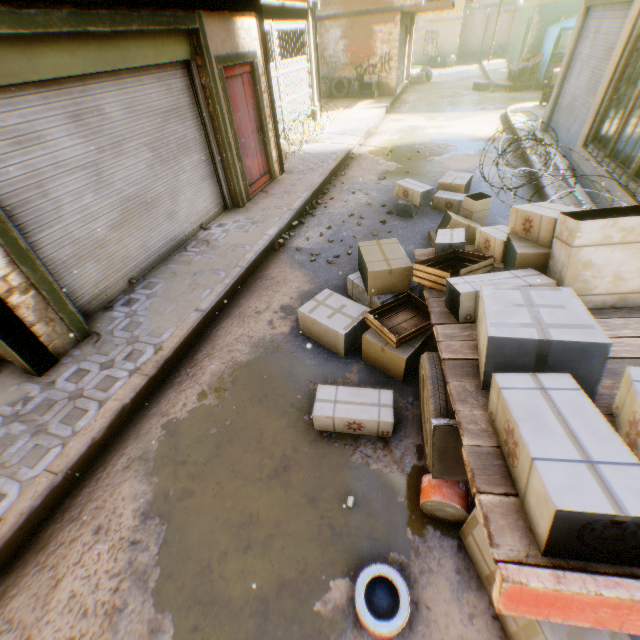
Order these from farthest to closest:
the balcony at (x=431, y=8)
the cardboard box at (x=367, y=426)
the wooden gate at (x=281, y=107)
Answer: the balcony at (x=431, y=8)
the wooden gate at (x=281, y=107)
the cardboard box at (x=367, y=426)

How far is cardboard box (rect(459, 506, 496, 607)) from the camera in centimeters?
200cm

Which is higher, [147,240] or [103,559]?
[147,240]

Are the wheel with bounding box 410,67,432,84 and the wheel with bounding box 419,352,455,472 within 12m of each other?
no

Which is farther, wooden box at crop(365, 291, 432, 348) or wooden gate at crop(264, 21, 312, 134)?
wooden gate at crop(264, 21, 312, 134)

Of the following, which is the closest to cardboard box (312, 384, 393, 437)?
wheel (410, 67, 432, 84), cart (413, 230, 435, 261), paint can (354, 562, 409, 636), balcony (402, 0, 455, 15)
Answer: cart (413, 230, 435, 261)

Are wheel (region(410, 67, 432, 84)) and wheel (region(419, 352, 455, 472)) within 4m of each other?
no

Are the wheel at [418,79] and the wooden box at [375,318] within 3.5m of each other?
no
